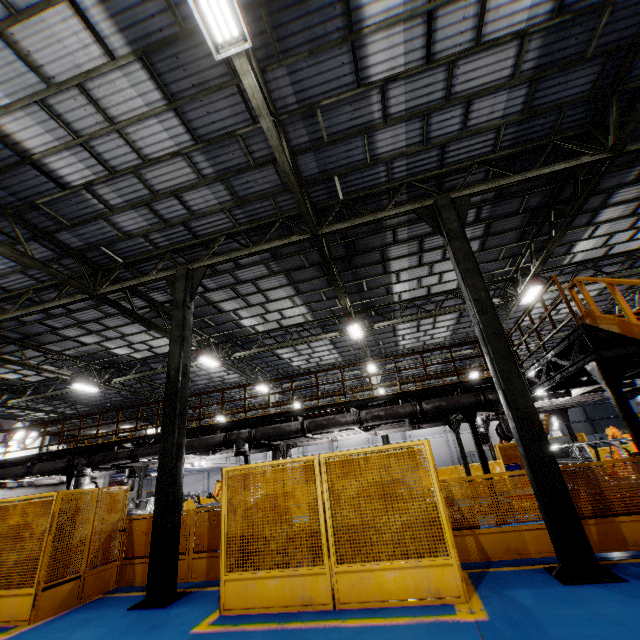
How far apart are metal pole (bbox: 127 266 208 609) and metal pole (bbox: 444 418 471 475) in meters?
10.7

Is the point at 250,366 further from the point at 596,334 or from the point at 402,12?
the point at 402,12

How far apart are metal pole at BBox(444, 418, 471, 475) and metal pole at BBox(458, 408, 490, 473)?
2.70m

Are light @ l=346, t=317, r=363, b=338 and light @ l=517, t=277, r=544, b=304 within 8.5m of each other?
yes

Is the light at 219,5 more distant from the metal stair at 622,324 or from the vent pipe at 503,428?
the vent pipe at 503,428

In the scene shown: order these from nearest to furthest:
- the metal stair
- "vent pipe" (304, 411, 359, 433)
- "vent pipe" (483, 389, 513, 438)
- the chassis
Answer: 1. the metal stair
2. "vent pipe" (483, 389, 513, 438)
3. the chassis
4. "vent pipe" (304, 411, 359, 433)

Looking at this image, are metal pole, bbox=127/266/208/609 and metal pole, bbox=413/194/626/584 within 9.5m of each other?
yes

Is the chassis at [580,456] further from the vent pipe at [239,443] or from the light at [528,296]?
the light at [528,296]
